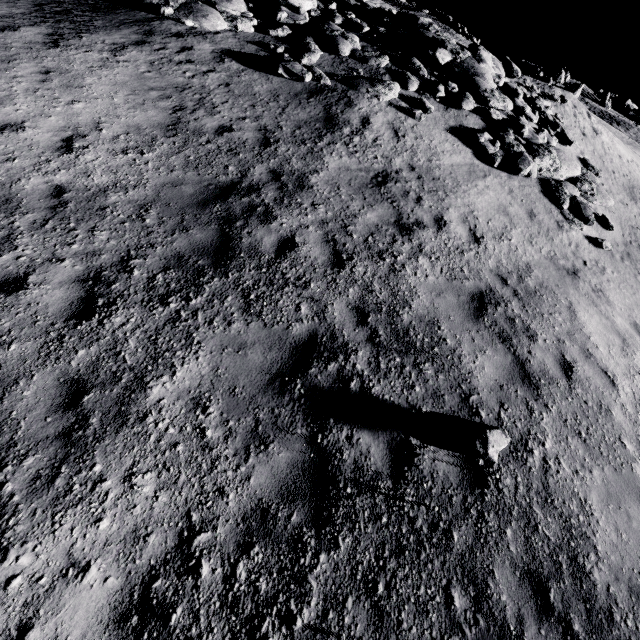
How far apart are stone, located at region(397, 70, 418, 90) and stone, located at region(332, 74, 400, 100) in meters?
0.3 m

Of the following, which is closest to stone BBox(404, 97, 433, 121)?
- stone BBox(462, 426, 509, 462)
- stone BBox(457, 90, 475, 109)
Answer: stone BBox(457, 90, 475, 109)

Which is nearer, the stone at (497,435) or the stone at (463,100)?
the stone at (497,435)

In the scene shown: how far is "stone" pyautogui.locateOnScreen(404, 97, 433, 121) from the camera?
10.5m

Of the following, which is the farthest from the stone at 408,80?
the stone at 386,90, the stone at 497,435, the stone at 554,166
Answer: the stone at 497,435

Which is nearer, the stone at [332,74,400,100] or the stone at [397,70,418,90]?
the stone at [332,74,400,100]

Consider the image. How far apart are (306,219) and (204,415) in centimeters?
445cm

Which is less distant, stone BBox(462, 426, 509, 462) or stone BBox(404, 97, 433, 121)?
stone BBox(462, 426, 509, 462)
